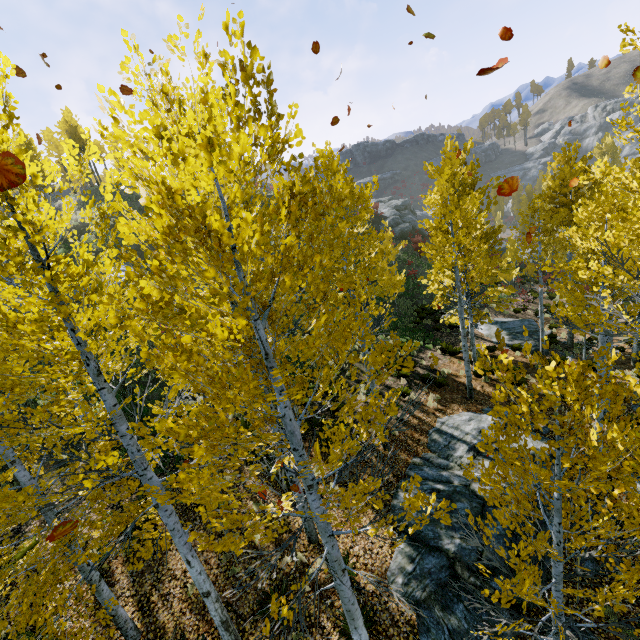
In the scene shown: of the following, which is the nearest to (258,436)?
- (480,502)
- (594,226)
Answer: (480,502)

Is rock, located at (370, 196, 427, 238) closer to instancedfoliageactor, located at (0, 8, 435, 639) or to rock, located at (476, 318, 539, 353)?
rock, located at (476, 318, 539, 353)

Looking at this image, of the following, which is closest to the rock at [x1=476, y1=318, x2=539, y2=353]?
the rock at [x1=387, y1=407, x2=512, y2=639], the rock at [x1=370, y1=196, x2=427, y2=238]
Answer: the rock at [x1=387, y1=407, x2=512, y2=639]

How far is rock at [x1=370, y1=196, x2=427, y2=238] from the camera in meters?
37.2 m

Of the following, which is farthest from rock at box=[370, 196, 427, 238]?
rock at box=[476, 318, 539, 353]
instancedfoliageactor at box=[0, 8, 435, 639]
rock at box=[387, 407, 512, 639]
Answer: rock at box=[387, 407, 512, 639]

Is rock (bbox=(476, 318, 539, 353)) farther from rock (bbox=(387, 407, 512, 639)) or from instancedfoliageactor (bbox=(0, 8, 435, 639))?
rock (bbox=(387, 407, 512, 639))

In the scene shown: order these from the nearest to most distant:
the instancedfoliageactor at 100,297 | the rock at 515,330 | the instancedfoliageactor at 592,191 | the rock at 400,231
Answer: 1. the instancedfoliageactor at 100,297
2. the instancedfoliageactor at 592,191
3. the rock at 515,330
4. the rock at 400,231

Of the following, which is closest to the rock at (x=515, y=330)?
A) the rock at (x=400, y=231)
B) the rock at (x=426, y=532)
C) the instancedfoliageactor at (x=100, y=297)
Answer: the instancedfoliageactor at (x=100, y=297)
